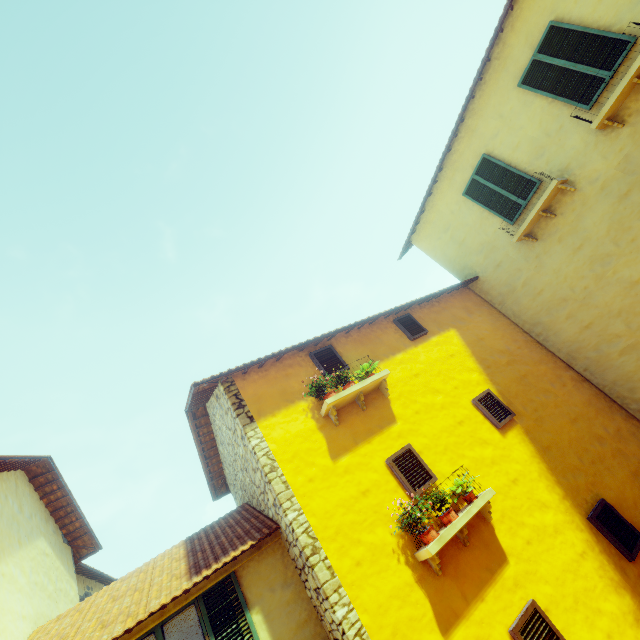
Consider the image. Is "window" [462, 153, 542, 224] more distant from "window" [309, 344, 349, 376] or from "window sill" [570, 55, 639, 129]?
"window" [309, 344, 349, 376]

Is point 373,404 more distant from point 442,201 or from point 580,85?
point 580,85

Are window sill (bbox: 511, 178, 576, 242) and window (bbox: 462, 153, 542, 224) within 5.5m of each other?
yes

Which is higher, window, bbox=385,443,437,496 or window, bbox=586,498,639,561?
window, bbox=385,443,437,496

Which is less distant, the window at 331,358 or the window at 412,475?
the window at 412,475

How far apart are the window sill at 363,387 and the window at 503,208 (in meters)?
5.20

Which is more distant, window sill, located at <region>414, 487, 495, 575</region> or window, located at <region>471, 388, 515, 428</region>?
window, located at <region>471, 388, 515, 428</region>

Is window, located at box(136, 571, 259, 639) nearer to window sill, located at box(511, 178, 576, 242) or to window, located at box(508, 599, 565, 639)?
window, located at box(508, 599, 565, 639)
